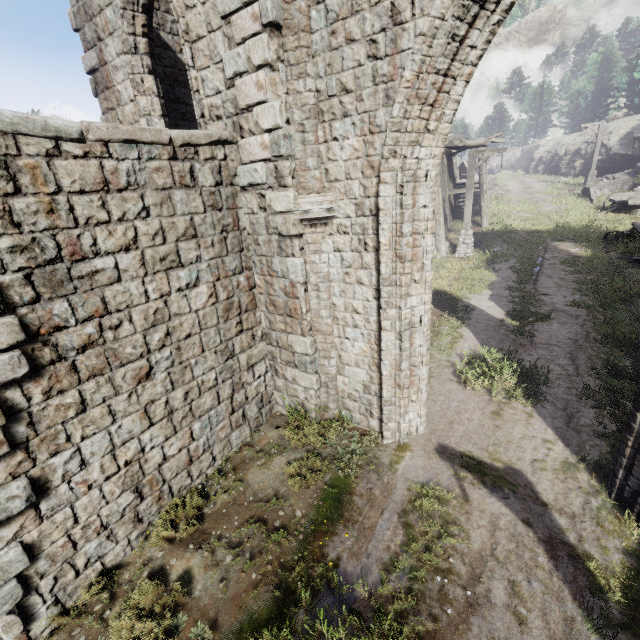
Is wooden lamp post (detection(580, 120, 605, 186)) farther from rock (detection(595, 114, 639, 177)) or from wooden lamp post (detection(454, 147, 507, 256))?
wooden lamp post (detection(454, 147, 507, 256))

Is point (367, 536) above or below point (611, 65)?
below

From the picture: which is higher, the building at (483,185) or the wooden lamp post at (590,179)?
the building at (483,185)

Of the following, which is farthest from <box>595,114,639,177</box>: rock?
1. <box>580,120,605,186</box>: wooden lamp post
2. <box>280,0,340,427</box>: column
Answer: <box>280,0,340,427</box>: column

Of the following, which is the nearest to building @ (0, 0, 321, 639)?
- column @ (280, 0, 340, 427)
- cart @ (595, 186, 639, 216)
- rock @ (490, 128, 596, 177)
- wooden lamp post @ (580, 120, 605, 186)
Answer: column @ (280, 0, 340, 427)

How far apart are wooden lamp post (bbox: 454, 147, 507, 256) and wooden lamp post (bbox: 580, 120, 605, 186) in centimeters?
1896cm

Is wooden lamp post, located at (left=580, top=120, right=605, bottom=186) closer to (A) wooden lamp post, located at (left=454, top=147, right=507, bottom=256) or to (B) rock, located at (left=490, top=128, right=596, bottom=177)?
(B) rock, located at (left=490, top=128, right=596, bottom=177)

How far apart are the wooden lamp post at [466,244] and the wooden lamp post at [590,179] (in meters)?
18.96
